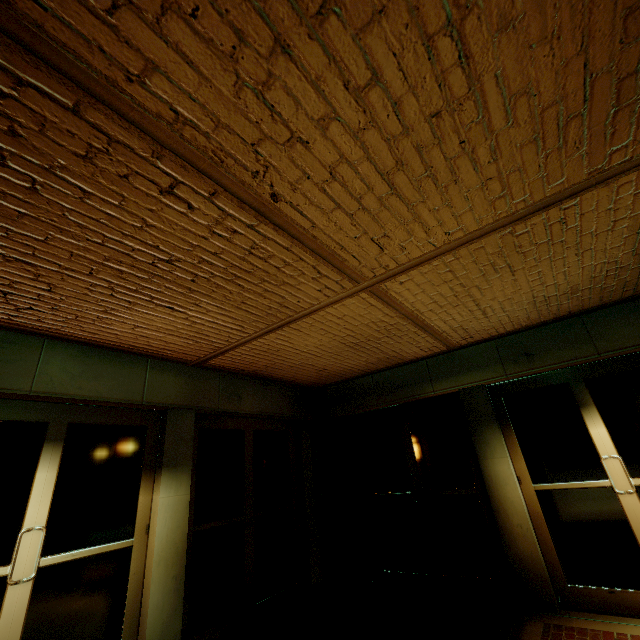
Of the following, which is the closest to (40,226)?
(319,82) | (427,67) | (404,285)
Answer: (319,82)
